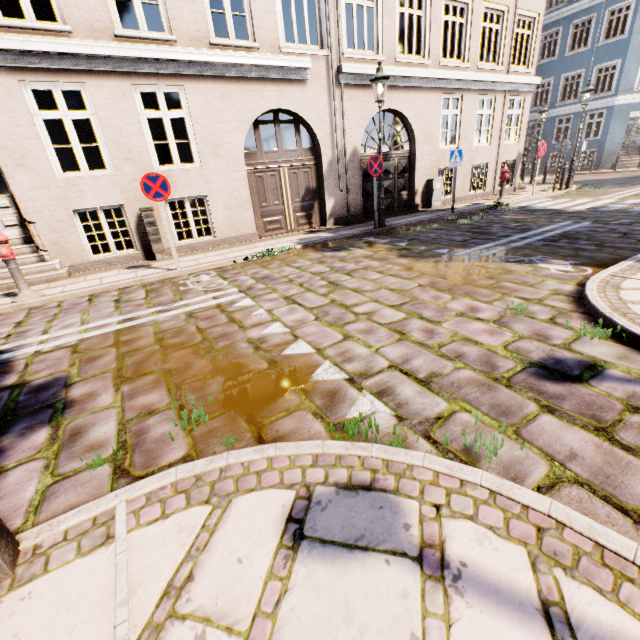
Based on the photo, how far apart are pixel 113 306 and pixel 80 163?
4.1 meters

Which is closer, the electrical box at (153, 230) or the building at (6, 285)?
the building at (6, 285)

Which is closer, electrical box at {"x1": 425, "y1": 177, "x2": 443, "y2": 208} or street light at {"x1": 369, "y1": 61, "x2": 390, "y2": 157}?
street light at {"x1": 369, "y1": 61, "x2": 390, "y2": 157}

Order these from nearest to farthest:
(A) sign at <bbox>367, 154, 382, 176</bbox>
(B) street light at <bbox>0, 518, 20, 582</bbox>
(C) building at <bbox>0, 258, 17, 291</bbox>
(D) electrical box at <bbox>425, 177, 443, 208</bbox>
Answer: (B) street light at <bbox>0, 518, 20, 582</bbox>, (C) building at <bbox>0, 258, 17, 291</bbox>, (A) sign at <bbox>367, 154, 382, 176</bbox>, (D) electrical box at <bbox>425, 177, 443, 208</bbox>

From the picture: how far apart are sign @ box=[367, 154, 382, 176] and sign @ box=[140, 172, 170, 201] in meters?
5.0

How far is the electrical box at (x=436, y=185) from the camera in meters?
12.1 m

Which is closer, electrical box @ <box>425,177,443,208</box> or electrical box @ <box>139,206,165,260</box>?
electrical box @ <box>139,206,165,260</box>

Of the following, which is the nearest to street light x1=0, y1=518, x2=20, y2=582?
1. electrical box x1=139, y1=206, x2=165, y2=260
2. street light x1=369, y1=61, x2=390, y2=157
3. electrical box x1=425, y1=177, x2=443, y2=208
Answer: street light x1=369, y1=61, x2=390, y2=157
